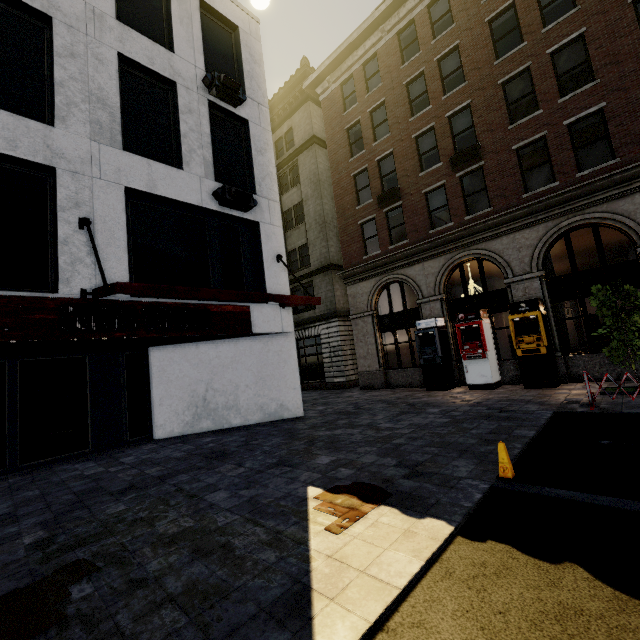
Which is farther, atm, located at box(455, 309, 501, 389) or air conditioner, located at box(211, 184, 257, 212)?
atm, located at box(455, 309, 501, 389)

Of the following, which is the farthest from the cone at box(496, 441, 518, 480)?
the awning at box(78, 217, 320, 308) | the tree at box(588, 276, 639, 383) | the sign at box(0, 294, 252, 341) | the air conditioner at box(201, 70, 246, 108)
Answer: the air conditioner at box(201, 70, 246, 108)

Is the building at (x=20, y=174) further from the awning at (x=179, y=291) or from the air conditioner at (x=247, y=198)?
the air conditioner at (x=247, y=198)

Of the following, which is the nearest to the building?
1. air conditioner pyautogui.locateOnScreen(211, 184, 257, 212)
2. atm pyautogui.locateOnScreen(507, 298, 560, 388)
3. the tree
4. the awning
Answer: atm pyautogui.locateOnScreen(507, 298, 560, 388)

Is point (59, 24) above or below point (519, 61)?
below

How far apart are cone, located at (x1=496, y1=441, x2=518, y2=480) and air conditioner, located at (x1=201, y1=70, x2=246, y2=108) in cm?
1267

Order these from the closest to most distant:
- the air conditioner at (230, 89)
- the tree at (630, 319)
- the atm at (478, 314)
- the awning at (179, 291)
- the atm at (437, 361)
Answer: the awning at (179, 291) → the tree at (630, 319) → the air conditioner at (230, 89) → the atm at (478, 314) → the atm at (437, 361)

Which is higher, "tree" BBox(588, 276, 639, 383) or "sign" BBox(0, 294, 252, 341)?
"sign" BBox(0, 294, 252, 341)
